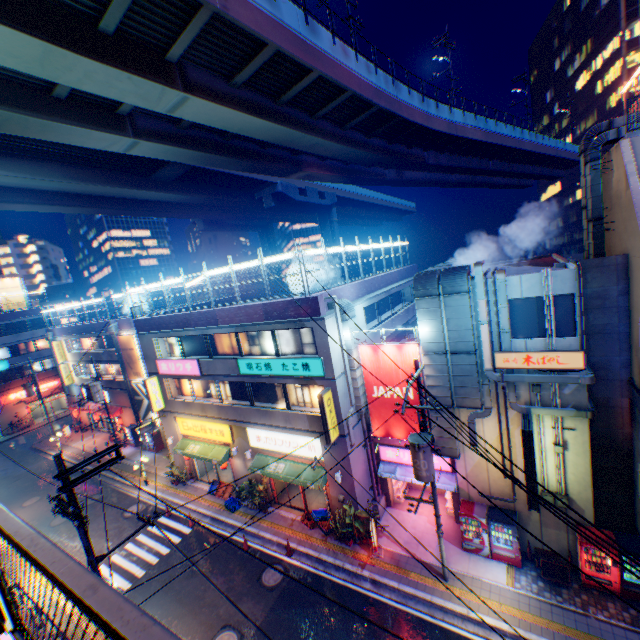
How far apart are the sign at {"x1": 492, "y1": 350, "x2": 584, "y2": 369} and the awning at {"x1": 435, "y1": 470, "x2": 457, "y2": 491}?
6.3m

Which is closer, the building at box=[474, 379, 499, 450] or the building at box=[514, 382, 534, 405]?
the building at box=[514, 382, 534, 405]

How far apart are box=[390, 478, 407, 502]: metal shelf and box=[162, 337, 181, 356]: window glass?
15.30m

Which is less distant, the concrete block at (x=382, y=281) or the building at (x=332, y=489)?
the building at (x=332, y=489)

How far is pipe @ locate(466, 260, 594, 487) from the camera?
12.0m

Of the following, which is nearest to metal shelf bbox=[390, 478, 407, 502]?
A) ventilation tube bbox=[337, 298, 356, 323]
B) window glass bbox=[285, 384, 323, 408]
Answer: ventilation tube bbox=[337, 298, 356, 323]

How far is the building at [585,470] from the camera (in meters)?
12.32

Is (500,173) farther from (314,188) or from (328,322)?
(328,322)
